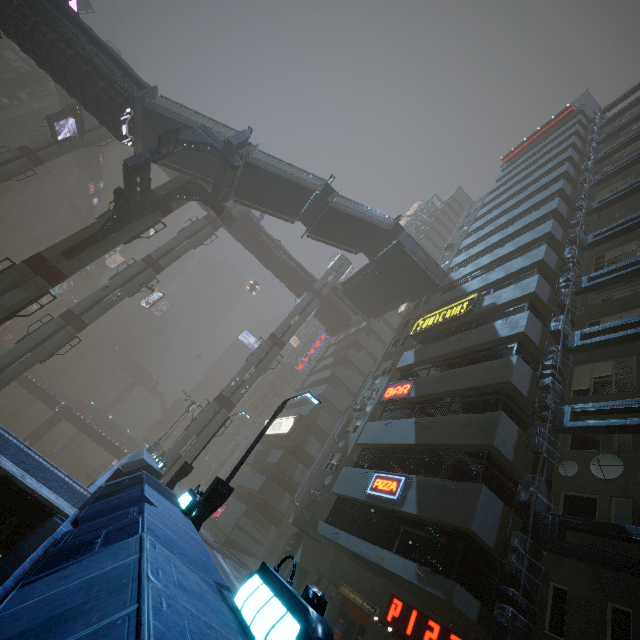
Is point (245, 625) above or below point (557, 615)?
below

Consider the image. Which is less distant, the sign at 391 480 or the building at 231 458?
the sign at 391 480

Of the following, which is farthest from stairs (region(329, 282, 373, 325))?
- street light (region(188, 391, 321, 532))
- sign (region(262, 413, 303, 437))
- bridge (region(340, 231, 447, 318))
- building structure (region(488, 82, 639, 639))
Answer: street light (region(188, 391, 321, 532))

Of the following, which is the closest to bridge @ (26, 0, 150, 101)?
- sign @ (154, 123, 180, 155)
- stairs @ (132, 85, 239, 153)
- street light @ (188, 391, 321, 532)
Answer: stairs @ (132, 85, 239, 153)

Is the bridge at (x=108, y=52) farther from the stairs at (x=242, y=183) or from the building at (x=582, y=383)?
the building at (x=582, y=383)

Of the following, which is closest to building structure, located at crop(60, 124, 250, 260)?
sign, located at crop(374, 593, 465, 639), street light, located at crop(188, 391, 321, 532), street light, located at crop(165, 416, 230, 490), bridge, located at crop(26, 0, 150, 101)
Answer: bridge, located at crop(26, 0, 150, 101)

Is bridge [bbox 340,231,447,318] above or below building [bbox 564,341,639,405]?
above

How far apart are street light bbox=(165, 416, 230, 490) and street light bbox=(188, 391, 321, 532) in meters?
8.2
